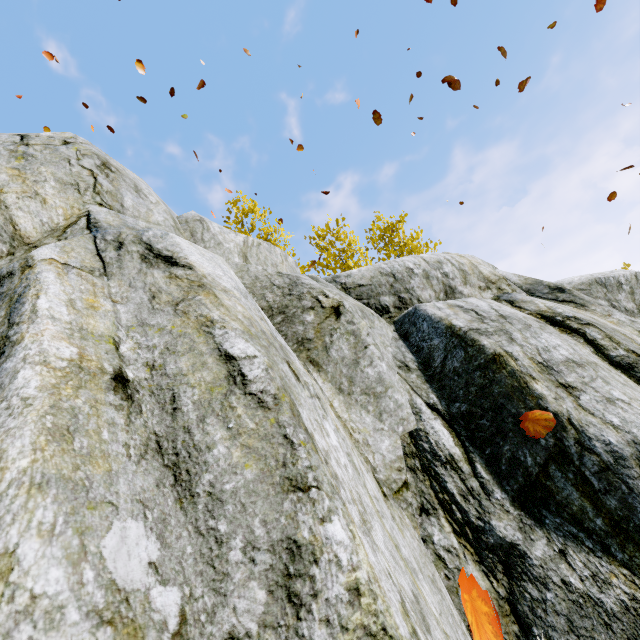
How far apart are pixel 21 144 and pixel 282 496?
4.1 meters
